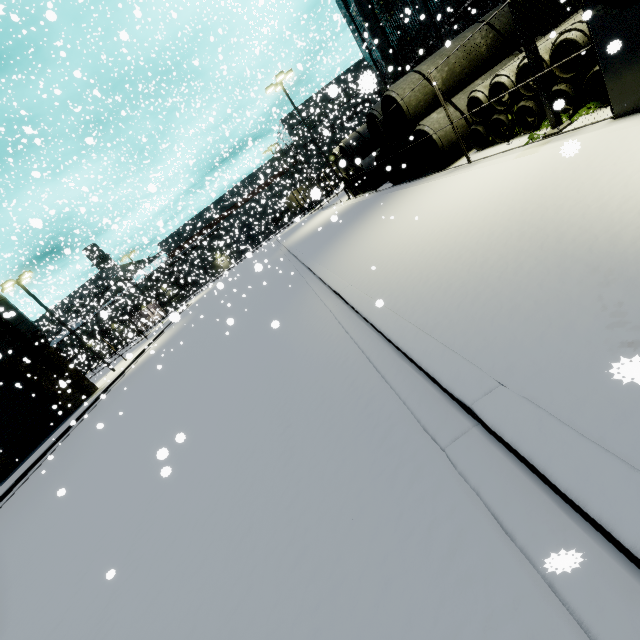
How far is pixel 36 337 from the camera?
20.4m

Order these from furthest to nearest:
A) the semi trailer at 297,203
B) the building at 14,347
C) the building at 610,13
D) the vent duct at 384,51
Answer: the semi trailer at 297,203 < the vent duct at 384,51 < the building at 14,347 < the building at 610,13

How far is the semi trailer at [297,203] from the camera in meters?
40.2 m

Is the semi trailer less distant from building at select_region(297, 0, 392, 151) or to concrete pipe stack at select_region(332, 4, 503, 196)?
building at select_region(297, 0, 392, 151)

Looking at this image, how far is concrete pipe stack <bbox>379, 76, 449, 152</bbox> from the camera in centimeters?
1202cm

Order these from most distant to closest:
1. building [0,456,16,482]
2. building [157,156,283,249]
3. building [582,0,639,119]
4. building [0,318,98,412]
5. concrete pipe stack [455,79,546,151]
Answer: building [157,156,283,249], building [0,318,98,412], building [0,456,16,482], concrete pipe stack [455,79,546,151], building [582,0,639,119]

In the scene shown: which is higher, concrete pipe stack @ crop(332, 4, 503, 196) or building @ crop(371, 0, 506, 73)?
building @ crop(371, 0, 506, 73)

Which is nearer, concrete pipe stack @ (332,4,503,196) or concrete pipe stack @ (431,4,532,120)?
concrete pipe stack @ (431,4,532,120)
